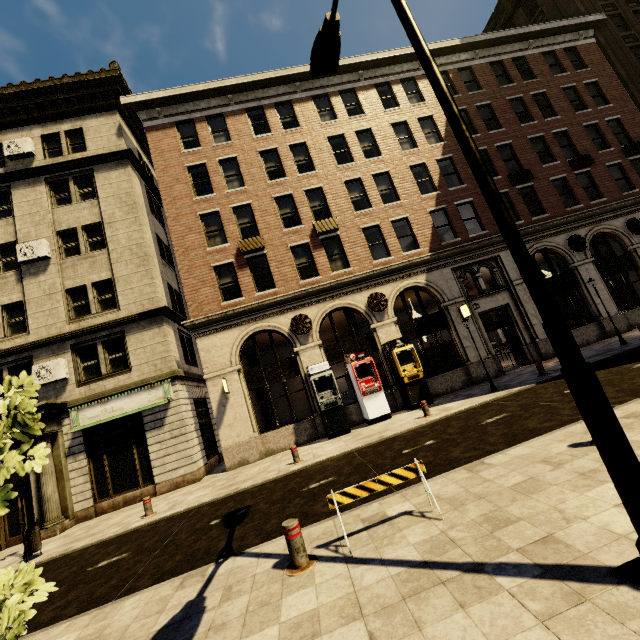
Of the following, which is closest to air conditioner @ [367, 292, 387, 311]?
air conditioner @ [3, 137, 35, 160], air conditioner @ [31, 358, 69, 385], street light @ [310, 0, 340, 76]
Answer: street light @ [310, 0, 340, 76]

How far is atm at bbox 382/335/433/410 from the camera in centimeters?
Result: 1419cm

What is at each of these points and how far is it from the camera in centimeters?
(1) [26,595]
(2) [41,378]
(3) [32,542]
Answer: (1) tree, 260cm
(2) air conditioner, 1400cm
(3) trash bin, 956cm

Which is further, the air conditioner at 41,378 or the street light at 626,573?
the air conditioner at 41,378

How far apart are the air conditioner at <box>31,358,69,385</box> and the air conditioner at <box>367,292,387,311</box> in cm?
1407

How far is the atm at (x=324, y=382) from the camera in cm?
1362

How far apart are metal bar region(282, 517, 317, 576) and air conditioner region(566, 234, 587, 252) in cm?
2047

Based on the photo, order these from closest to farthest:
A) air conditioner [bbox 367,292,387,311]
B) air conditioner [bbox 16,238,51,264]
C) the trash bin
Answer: the trash bin, air conditioner [bbox 16,238,51,264], air conditioner [bbox 367,292,387,311]
